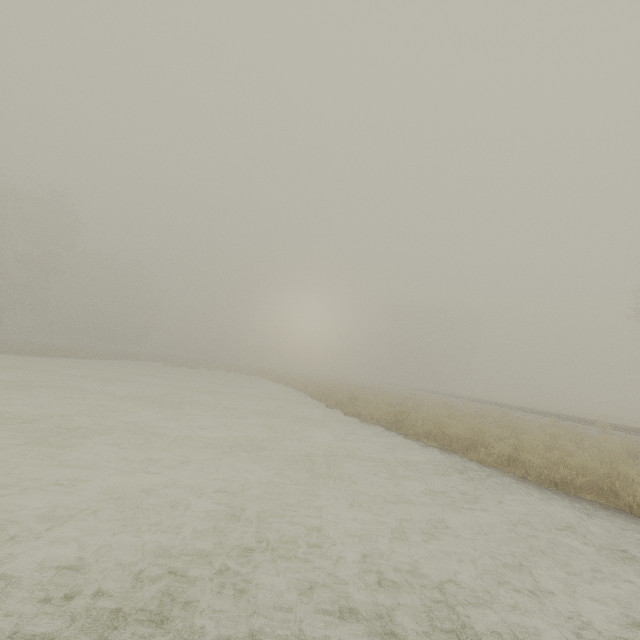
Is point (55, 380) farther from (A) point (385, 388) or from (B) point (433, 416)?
(A) point (385, 388)
